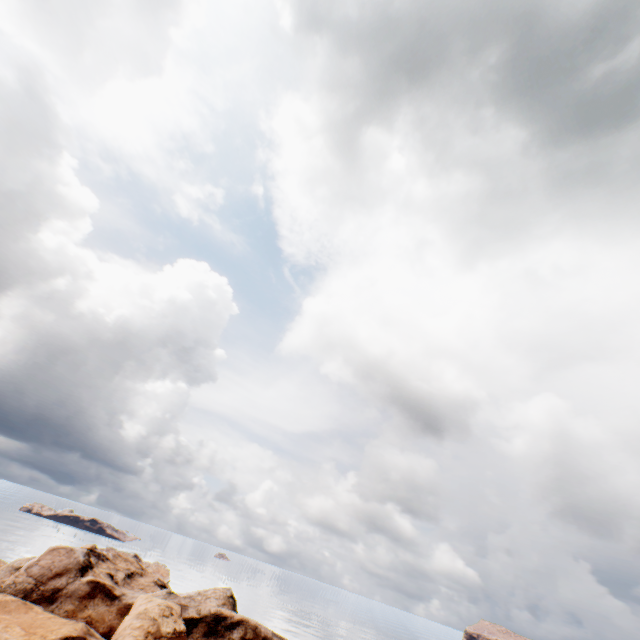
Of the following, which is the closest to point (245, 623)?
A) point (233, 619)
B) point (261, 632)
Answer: point (233, 619)
